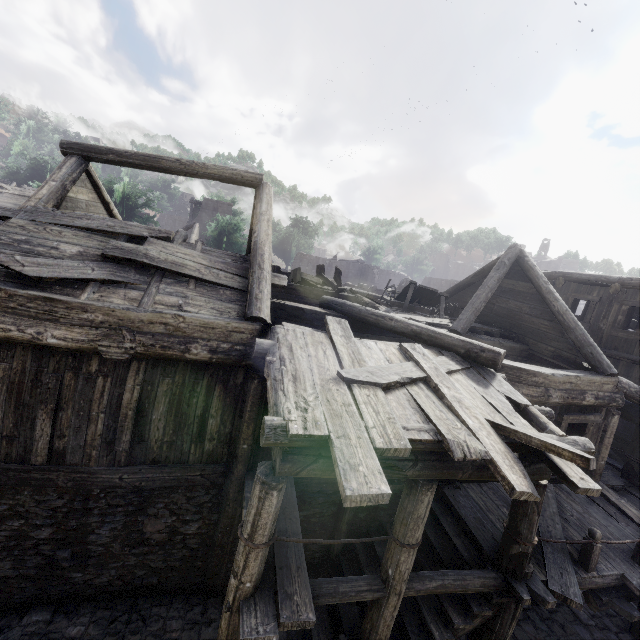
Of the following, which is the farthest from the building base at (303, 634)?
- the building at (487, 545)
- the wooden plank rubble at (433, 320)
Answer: the wooden plank rubble at (433, 320)

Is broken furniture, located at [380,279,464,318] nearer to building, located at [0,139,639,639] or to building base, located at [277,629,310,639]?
building, located at [0,139,639,639]

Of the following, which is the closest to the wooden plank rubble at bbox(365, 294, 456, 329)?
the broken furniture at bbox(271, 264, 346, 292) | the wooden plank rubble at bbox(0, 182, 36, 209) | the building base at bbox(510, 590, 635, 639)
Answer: the broken furniture at bbox(271, 264, 346, 292)

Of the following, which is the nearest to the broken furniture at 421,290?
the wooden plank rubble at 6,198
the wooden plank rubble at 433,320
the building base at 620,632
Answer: the wooden plank rubble at 433,320

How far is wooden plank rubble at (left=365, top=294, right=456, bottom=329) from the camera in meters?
10.1

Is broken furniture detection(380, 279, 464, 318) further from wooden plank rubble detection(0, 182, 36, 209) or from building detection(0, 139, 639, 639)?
wooden plank rubble detection(0, 182, 36, 209)

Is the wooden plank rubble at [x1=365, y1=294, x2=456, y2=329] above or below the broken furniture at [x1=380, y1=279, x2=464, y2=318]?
below

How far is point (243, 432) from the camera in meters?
6.1
